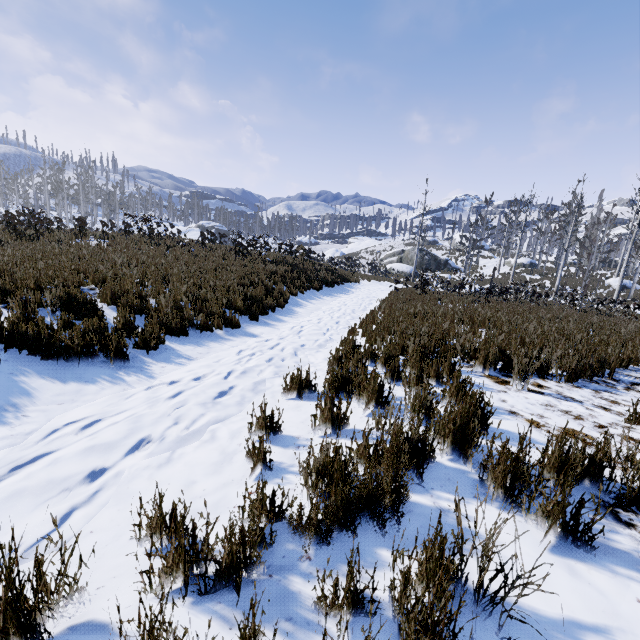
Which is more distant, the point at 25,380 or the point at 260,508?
the point at 25,380

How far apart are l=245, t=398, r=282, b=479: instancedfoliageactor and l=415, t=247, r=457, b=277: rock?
41.68m

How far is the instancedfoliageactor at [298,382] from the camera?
3.8m

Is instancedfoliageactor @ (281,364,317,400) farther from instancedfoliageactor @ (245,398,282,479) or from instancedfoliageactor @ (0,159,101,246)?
instancedfoliageactor @ (0,159,101,246)

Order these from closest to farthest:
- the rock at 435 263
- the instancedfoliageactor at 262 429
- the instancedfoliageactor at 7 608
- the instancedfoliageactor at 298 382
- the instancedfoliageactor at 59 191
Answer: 1. the instancedfoliageactor at 7 608
2. the instancedfoliageactor at 262 429
3. the instancedfoliageactor at 298 382
4. the instancedfoliageactor at 59 191
5. the rock at 435 263

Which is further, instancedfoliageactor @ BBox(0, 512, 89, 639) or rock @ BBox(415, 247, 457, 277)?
rock @ BBox(415, 247, 457, 277)

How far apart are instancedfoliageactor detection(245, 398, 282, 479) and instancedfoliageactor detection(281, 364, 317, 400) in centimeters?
83cm

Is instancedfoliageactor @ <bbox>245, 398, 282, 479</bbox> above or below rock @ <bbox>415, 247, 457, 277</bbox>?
below
